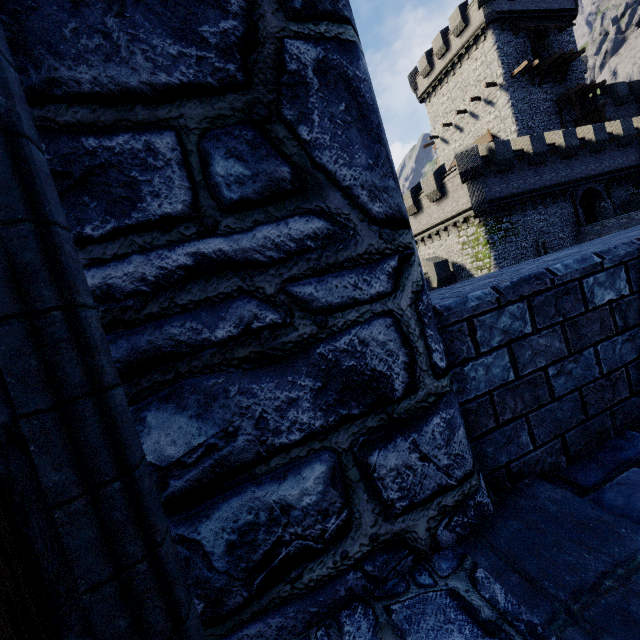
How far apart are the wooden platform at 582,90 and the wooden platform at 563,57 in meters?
1.3 m

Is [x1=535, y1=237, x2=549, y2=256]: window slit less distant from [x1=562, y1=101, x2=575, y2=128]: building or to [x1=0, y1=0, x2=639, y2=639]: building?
[x1=562, y1=101, x2=575, y2=128]: building

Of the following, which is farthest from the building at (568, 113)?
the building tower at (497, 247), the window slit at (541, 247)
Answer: the window slit at (541, 247)

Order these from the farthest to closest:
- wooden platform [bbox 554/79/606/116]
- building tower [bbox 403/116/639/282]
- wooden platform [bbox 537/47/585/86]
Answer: wooden platform [bbox 554/79/606/116]
wooden platform [bbox 537/47/585/86]
building tower [bbox 403/116/639/282]

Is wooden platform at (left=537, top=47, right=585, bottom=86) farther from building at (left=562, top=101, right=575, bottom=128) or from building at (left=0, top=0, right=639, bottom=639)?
building at (left=0, top=0, right=639, bottom=639)

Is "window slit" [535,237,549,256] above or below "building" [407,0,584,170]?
below

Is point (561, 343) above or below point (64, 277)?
below

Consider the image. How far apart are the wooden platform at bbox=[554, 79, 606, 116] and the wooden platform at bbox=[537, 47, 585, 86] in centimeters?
129cm
